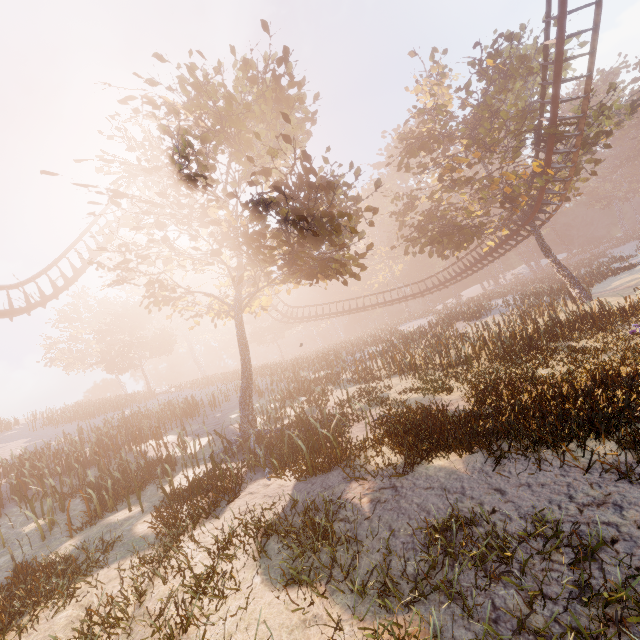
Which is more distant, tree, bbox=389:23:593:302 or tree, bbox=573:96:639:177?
tree, bbox=389:23:593:302

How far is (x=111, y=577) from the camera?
6.5m

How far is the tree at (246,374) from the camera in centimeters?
1020cm

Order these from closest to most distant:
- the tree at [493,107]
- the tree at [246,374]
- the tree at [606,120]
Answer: the tree at [246,374] → the tree at [606,120] → the tree at [493,107]

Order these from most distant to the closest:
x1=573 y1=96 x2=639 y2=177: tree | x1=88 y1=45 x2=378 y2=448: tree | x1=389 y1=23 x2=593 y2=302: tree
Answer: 1. x1=389 y1=23 x2=593 y2=302: tree
2. x1=573 y1=96 x2=639 y2=177: tree
3. x1=88 y1=45 x2=378 y2=448: tree

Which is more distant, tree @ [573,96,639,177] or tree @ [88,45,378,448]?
tree @ [573,96,639,177]

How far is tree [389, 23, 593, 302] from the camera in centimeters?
1947cm

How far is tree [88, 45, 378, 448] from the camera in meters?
10.2 m
